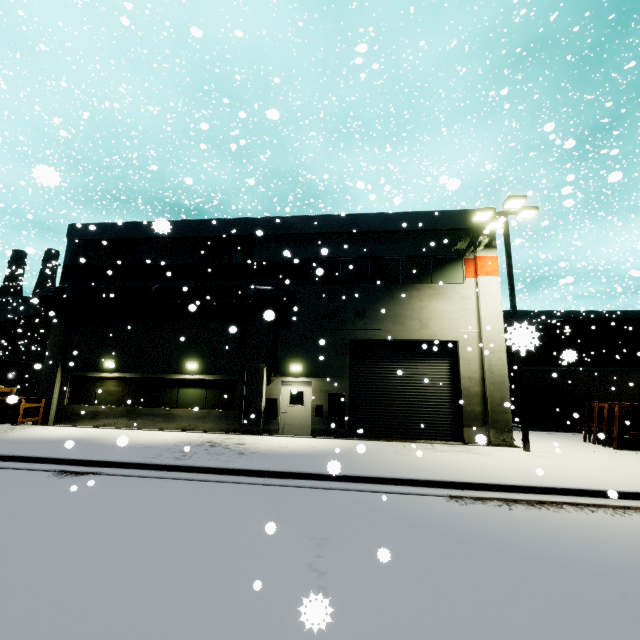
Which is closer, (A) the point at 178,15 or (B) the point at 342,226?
(B) the point at 342,226

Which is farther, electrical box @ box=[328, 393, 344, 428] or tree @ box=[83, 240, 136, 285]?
tree @ box=[83, 240, 136, 285]

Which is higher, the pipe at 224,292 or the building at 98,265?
the building at 98,265

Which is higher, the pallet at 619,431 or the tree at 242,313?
the tree at 242,313

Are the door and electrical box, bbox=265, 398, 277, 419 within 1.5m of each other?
yes

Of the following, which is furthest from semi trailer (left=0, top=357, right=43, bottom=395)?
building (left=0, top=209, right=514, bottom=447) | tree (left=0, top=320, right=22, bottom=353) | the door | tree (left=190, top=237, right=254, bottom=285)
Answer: tree (left=190, top=237, right=254, bottom=285)

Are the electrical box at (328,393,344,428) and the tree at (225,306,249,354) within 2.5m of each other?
no

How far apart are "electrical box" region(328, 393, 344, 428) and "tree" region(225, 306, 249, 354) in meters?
4.6 m
